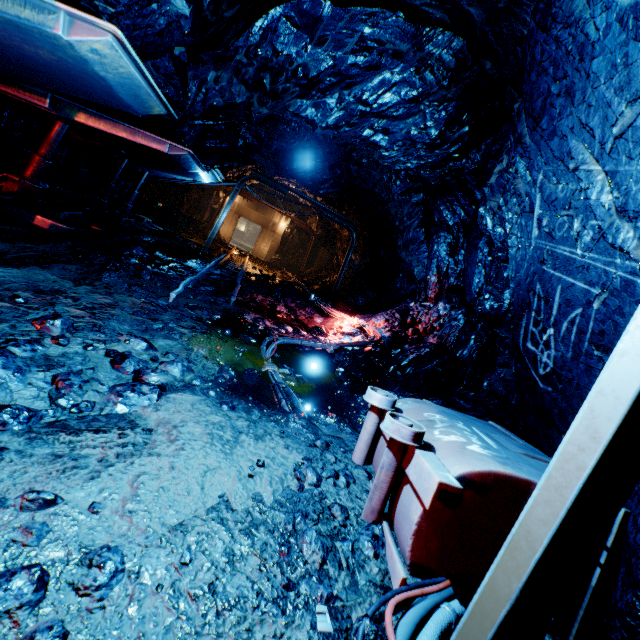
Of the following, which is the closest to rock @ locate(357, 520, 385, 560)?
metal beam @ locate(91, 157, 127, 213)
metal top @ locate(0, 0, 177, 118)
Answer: metal top @ locate(0, 0, 177, 118)

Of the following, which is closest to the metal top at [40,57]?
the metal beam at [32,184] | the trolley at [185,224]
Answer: the metal beam at [32,184]

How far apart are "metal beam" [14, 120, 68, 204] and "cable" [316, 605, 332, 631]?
7.24m

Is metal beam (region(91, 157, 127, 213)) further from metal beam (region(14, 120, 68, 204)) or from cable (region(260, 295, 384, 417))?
cable (region(260, 295, 384, 417))

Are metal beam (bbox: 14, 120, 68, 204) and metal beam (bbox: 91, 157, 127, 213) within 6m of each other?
yes

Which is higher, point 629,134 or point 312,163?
point 312,163

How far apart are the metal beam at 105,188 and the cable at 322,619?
9.44m

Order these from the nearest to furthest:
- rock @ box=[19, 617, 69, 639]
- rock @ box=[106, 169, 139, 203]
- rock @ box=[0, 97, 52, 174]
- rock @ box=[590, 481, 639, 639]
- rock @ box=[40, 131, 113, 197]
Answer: rock @ box=[19, 617, 69, 639], rock @ box=[590, 481, 639, 639], rock @ box=[0, 97, 52, 174], rock @ box=[40, 131, 113, 197], rock @ box=[106, 169, 139, 203]
